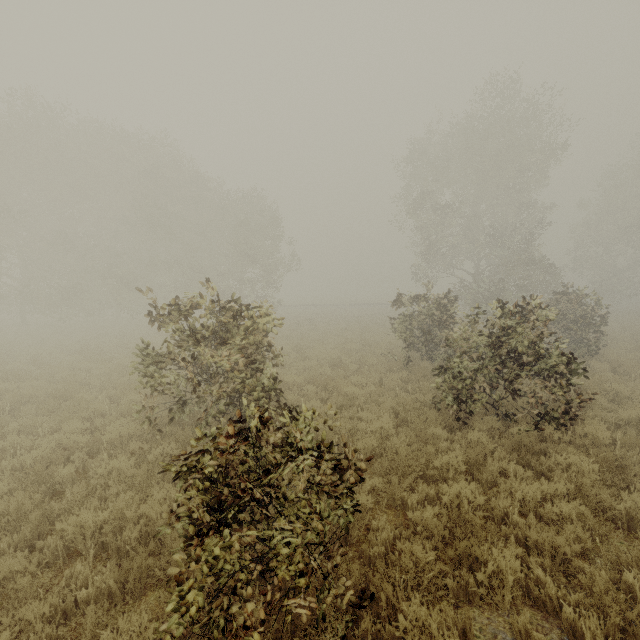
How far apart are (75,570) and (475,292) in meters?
25.6 m
